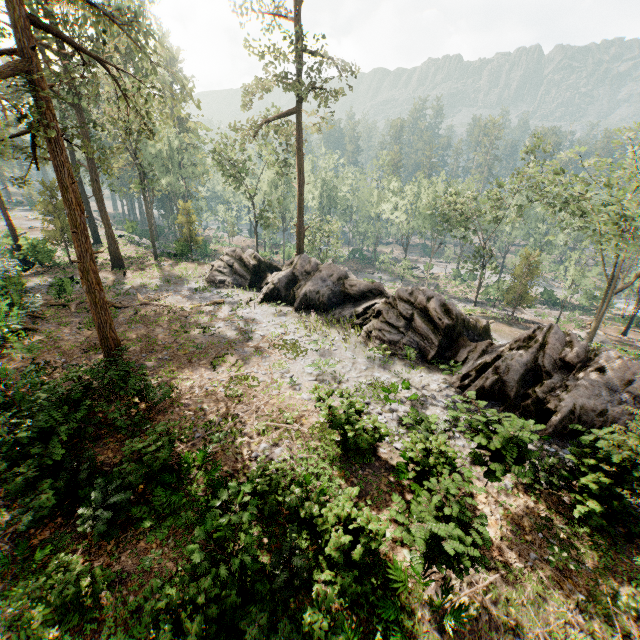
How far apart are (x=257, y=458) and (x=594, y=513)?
10.85m

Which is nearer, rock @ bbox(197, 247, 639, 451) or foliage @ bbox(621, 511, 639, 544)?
foliage @ bbox(621, 511, 639, 544)

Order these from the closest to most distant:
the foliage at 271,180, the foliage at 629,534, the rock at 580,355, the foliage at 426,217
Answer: the foliage at 629,534
the foliage at 271,180
the rock at 580,355
the foliage at 426,217

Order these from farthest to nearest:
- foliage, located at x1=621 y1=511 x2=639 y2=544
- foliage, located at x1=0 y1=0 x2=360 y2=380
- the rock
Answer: the rock < foliage, located at x1=0 y1=0 x2=360 y2=380 < foliage, located at x1=621 y1=511 x2=639 y2=544

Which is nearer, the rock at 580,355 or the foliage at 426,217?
the rock at 580,355

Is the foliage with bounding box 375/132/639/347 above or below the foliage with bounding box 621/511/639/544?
above

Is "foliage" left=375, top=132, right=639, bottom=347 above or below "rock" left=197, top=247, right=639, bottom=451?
above
